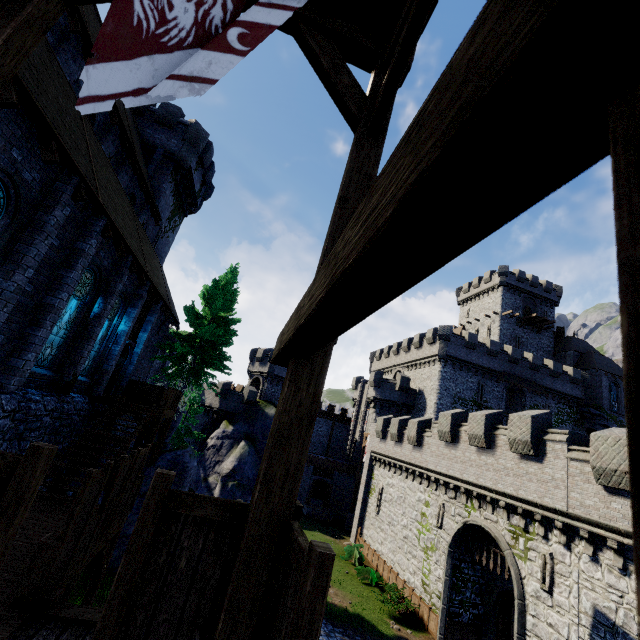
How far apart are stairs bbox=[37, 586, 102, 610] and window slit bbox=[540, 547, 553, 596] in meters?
14.9

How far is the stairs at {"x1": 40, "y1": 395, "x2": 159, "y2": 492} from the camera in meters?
10.2

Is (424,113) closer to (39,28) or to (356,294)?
(356,294)

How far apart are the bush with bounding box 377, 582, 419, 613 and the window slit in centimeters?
859cm

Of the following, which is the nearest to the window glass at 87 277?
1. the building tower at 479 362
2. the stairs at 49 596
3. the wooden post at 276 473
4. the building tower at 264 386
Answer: the stairs at 49 596

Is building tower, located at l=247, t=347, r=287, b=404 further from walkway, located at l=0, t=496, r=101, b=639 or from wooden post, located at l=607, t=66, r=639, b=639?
wooden post, located at l=607, t=66, r=639, b=639

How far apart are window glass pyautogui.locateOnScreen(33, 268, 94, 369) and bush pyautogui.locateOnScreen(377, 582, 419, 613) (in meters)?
21.21

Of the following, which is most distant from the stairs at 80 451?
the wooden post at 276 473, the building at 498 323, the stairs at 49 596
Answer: the building at 498 323
